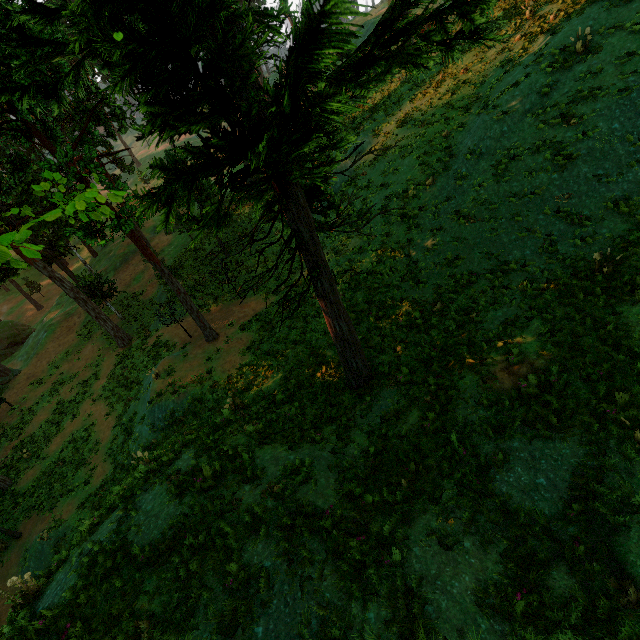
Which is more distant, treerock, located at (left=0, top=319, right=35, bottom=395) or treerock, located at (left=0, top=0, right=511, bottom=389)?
treerock, located at (left=0, top=319, right=35, bottom=395)

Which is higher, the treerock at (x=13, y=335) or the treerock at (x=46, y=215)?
the treerock at (x=46, y=215)

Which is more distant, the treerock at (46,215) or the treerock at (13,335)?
the treerock at (13,335)

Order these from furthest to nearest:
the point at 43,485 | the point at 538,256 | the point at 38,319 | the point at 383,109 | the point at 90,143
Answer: the point at 38,319, the point at 383,109, the point at 43,485, the point at 90,143, the point at 538,256

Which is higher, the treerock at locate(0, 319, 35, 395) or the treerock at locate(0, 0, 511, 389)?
the treerock at locate(0, 0, 511, 389)
